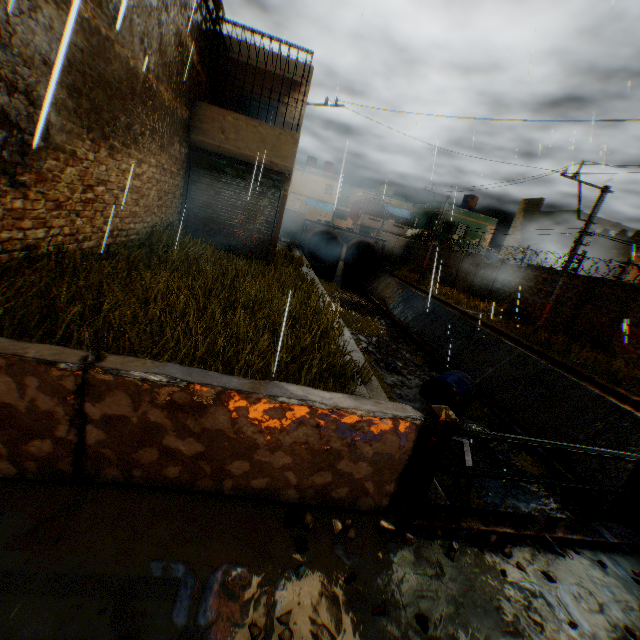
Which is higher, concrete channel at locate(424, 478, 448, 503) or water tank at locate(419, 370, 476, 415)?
concrete channel at locate(424, 478, 448, 503)

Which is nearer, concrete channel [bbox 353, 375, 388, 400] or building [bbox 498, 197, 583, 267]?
concrete channel [bbox 353, 375, 388, 400]

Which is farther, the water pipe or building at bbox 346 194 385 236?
building at bbox 346 194 385 236

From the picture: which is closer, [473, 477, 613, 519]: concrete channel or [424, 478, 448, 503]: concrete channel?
[424, 478, 448, 503]: concrete channel

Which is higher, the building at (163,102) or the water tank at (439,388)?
the building at (163,102)

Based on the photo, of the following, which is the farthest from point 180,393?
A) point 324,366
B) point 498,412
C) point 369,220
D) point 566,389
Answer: point 369,220

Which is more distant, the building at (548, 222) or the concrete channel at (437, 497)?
the building at (548, 222)

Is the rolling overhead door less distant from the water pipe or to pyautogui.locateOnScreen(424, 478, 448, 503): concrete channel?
pyautogui.locateOnScreen(424, 478, 448, 503): concrete channel
